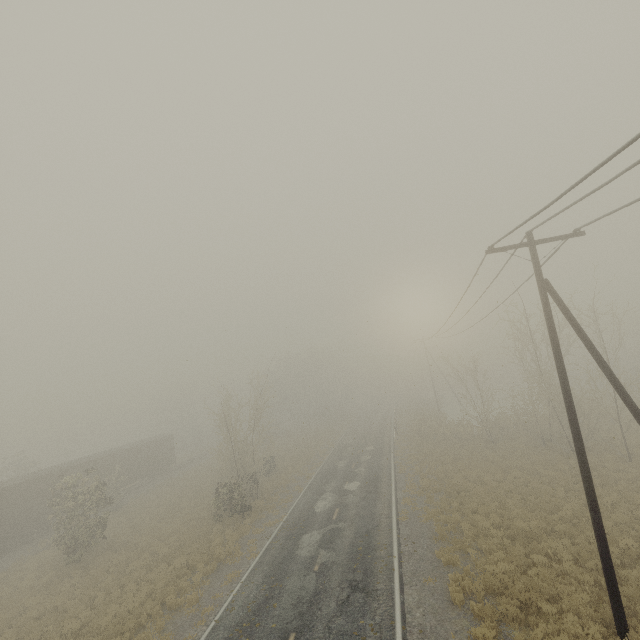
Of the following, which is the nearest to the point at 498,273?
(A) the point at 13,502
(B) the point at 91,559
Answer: (B) the point at 91,559

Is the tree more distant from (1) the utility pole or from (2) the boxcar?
(1) the utility pole

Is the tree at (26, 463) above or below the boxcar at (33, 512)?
above

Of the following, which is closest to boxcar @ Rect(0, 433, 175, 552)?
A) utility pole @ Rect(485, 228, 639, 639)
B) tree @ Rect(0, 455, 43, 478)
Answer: tree @ Rect(0, 455, 43, 478)

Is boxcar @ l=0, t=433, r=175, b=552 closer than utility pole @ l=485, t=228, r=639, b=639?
No

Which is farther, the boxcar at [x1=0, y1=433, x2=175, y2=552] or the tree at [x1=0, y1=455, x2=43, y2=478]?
the tree at [x1=0, y1=455, x2=43, y2=478]

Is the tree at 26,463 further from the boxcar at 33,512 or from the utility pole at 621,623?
the utility pole at 621,623
